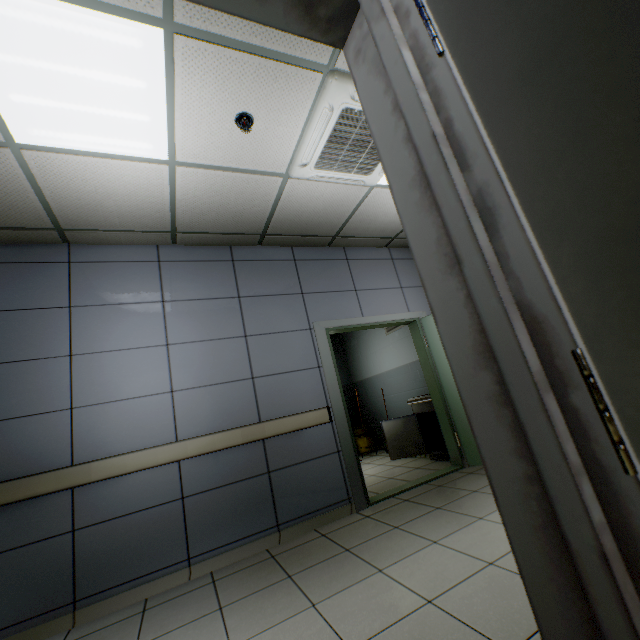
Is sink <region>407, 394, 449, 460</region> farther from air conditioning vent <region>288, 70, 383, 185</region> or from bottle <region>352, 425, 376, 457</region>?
air conditioning vent <region>288, 70, 383, 185</region>

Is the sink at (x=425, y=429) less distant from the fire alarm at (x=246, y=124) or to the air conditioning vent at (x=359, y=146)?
the air conditioning vent at (x=359, y=146)

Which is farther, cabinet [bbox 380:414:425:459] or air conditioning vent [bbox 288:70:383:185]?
cabinet [bbox 380:414:425:459]

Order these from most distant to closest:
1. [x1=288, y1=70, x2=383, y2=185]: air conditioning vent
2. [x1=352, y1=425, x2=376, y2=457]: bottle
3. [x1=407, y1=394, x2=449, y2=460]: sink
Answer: [x1=352, y1=425, x2=376, y2=457]: bottle, [x1=407, y1=394, x2=449, y2=460]: sink, [x1=288, y1=70, x2=383, y2=185]: air conditioning vent

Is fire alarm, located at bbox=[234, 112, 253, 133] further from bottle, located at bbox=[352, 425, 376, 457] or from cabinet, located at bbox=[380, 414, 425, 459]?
bottle, located at bbox=[352, 425, 376, 457]

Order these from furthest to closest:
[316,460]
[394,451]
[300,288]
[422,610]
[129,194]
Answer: [394,451], [300,288], [316,460], [129,194], [422,610]

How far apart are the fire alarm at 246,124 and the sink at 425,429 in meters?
4.2

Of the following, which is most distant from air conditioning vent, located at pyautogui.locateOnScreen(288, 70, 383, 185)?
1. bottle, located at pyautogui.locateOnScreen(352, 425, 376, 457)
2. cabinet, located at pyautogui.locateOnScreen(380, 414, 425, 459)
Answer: bottle, located at pyautogui.locateOnScreen(352, 425, 376, 457)
